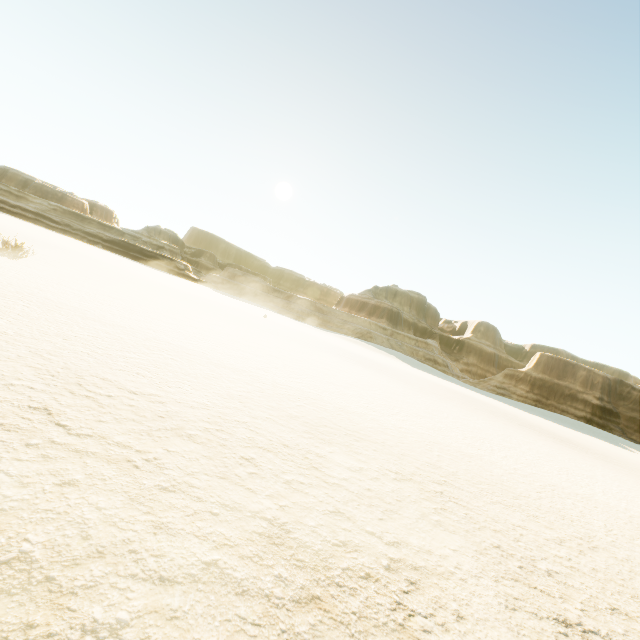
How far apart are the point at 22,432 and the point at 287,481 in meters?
2.9
